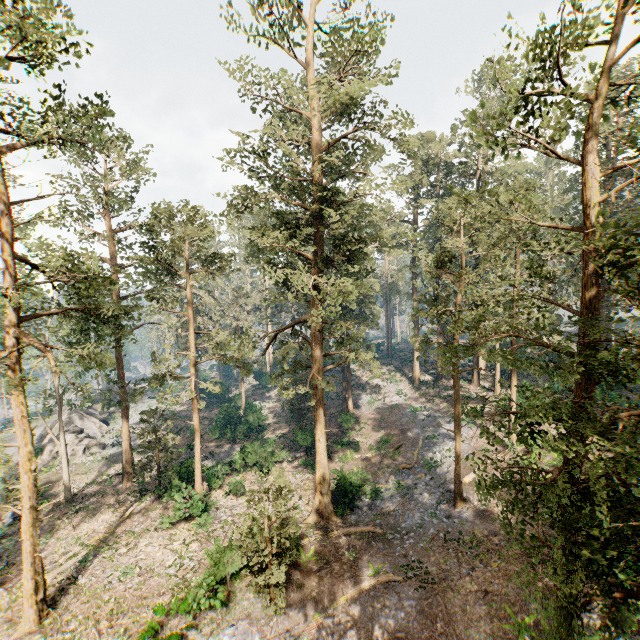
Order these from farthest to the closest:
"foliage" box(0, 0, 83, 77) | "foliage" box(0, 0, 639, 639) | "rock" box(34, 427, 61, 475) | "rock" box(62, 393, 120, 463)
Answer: "rock" box(62, 393, 120, 463) → "rock" box(34, 427, 61, 475) → "foliage" box(0, 0, 83, 77) → "foliage" box(0, 0, 639, 639)

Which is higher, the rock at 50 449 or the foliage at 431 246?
the foliage at 431 246

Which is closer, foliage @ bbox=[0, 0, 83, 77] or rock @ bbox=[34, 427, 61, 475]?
foliage @ bbox=[0, 0, 83, 77]

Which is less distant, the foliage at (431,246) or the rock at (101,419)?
the foliage at (431,246)

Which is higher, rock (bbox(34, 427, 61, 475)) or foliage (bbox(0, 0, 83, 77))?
foliage (bbox(0, 0, 83, 77))

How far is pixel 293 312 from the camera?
47.12m
